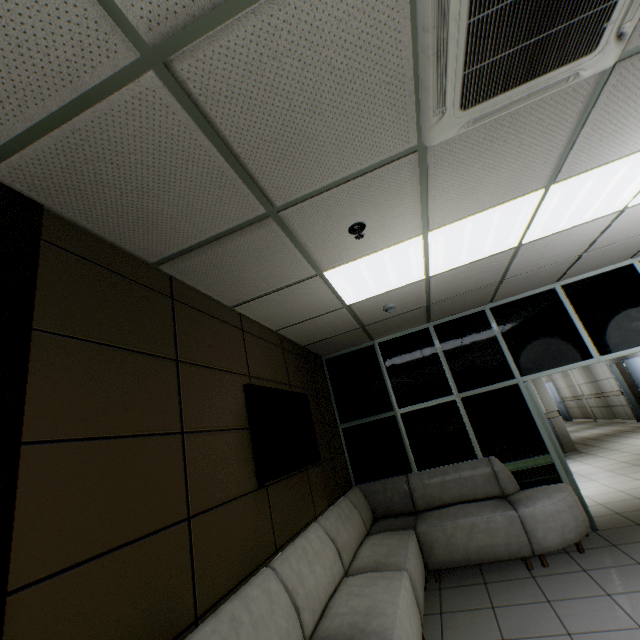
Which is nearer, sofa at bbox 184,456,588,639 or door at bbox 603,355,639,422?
sofa at bbox 184,456,588,639

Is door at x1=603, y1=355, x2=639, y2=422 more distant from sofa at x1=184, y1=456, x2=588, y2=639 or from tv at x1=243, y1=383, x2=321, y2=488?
tv at x1=243, y1=383, x2=321, y2=488

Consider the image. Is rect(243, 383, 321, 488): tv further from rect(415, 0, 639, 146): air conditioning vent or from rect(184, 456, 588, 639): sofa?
rect(415, 0, 639, 146): air conditioning vent

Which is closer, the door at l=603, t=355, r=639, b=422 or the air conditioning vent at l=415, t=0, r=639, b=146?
the air conditioning vent at l=415, t=0, r=639, b=146

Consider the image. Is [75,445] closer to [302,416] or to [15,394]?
[15,394]

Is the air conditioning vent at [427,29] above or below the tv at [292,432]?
above

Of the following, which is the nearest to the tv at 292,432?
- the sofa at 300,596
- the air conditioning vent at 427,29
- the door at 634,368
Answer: the sofa at 300,596

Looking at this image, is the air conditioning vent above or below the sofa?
above
